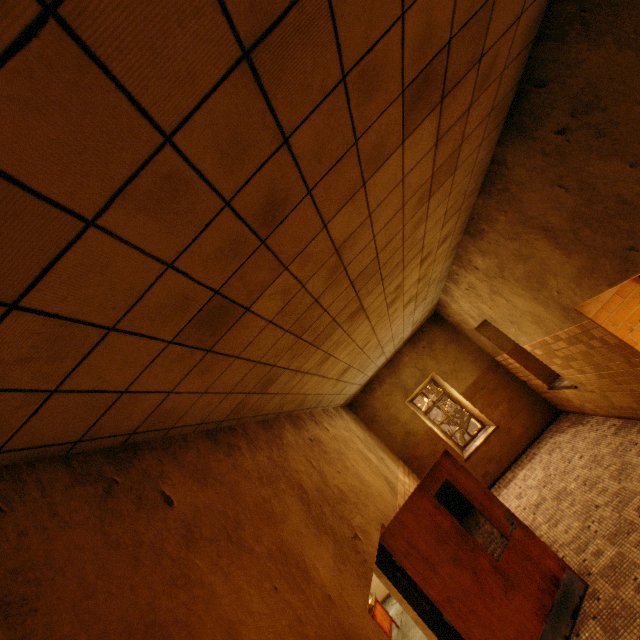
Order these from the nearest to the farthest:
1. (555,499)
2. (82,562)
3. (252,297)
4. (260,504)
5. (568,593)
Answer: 1. (82,562)
2. (252,297)
3. (260,504)
4. (568,593)
5. (555,499)
